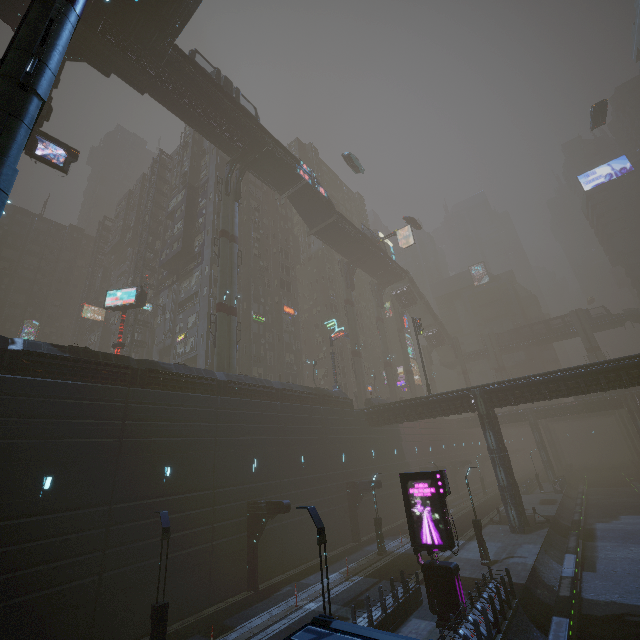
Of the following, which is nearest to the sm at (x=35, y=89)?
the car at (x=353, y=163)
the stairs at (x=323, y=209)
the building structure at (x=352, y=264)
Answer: the car at (x=353, y=163)

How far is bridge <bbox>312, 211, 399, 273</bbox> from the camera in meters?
47.5 m

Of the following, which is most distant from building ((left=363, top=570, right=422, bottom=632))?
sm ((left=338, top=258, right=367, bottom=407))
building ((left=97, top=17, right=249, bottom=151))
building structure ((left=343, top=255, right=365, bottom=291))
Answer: building ((left=97, top=17, right=249, bottom=151))

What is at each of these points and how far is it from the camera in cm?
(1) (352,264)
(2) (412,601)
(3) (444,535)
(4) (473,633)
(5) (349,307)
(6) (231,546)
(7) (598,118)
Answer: (1) building structure, 5481
(2) building, 1559
(3) sign, 1468
(4) building, 1216
(5) sm, 5272
(6) building, 2022
(7) car, 4381

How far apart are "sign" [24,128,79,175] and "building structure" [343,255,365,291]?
37.73m

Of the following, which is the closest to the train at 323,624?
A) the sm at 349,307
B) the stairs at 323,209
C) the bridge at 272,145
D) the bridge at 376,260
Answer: the bridge at 272,145

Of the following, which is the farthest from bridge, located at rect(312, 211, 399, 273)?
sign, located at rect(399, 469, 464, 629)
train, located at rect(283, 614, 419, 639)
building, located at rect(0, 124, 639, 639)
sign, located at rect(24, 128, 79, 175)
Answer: train, located at rect(283, 614, 419, 639)

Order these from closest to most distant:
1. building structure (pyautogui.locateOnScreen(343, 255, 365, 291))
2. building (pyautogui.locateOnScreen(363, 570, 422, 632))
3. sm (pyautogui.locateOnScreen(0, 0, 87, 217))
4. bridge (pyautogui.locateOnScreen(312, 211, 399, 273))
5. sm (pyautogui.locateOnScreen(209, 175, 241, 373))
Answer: sm (pyautogui.locateOnScreen(0, 0, 87, 217)) → building (pyautogui.locateOnScreen(363, 570, 422, 632)) → sm (pyautogui.locateOnScreen(209, 175, 241, 373)) → bridge (pyautogui.locateOnScreen(312, 211, 399, 273)) → building structure (pyautogui.locateOnScreen(343, 255, 365, 291))
